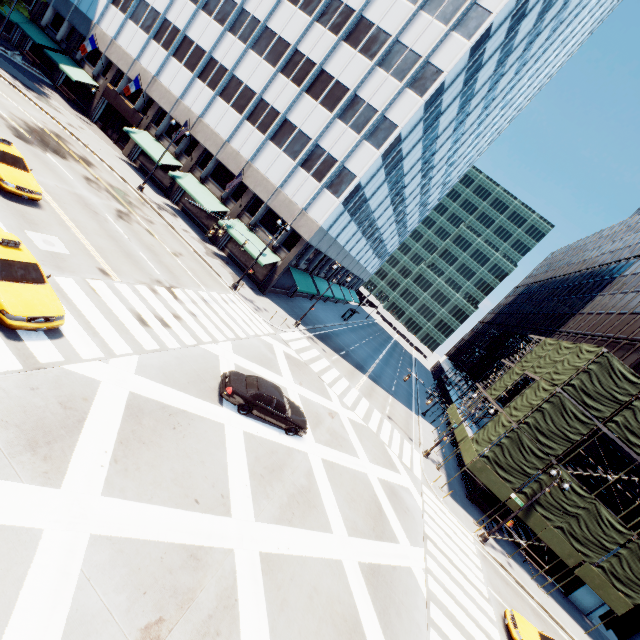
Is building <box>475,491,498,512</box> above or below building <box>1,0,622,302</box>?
below

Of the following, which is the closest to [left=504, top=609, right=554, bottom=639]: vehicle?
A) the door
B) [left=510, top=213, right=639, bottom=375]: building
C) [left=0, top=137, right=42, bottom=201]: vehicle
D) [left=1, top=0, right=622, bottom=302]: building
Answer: [left=510, top=213, right=639, bottom=375]: building

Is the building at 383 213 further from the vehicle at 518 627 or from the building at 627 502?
the vehicle at 518 627

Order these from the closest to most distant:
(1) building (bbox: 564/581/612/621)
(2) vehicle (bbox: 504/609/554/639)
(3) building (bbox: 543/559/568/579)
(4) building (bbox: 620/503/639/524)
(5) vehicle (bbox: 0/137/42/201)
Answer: (5) vehicle (bbox: 0/137/42/201) < (2) vehicle (bbox: 504/609/554/639) < (4) building (bbox: 620/503/639/524) < (1) building (bbox: 564/581/612/621) < (3) building (bbox: 543/559/568/579)

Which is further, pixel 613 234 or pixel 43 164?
pixel 613 234

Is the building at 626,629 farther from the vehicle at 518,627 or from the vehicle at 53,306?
the vehicle at 53,306

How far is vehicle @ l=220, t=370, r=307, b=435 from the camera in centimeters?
1476cm

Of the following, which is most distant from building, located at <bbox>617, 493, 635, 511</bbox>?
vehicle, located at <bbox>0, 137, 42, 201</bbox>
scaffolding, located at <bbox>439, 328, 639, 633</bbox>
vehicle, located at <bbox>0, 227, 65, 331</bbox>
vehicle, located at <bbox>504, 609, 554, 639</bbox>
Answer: vehicle, located at <bbox>0, 137, 42, 201</bbox>
